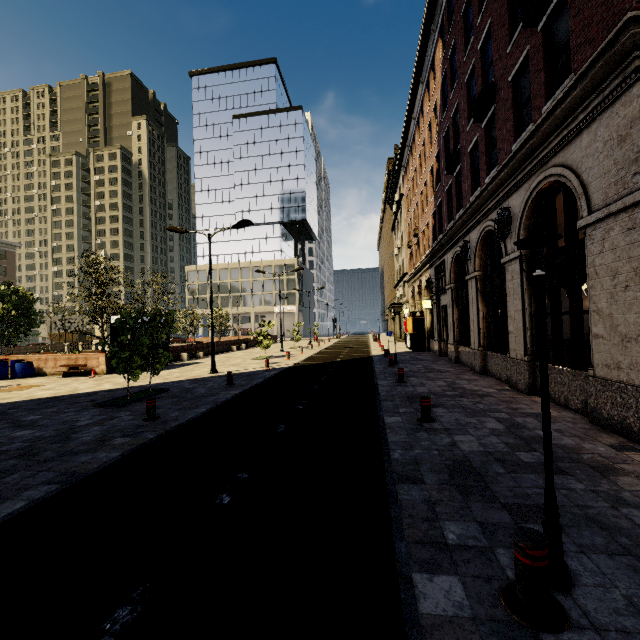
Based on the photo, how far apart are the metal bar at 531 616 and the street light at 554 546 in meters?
0.1 m

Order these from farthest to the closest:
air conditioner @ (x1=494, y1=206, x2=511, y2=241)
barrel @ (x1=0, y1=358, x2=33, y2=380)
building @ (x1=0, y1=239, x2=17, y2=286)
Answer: building @ (x1=0, y1=239, x2=17, y2=286) < barrel @ (x1=0, y1=358, x2=33, y2=380) < air conditioner @ (x1=494, y1=206, x2=511, y2=241)

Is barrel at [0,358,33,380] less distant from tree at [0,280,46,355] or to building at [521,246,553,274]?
tree at [0,280,46,355]

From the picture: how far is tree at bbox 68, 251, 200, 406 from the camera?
10.55m

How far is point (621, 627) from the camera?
2.3m

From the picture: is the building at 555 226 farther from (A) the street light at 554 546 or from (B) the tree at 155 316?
(B) the tree at 155 316

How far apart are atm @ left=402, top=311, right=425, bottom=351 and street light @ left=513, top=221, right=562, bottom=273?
23.31m

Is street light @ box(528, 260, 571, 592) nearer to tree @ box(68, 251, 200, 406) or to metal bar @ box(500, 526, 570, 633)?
metal bar @ box(500, 526, 570, 633)
